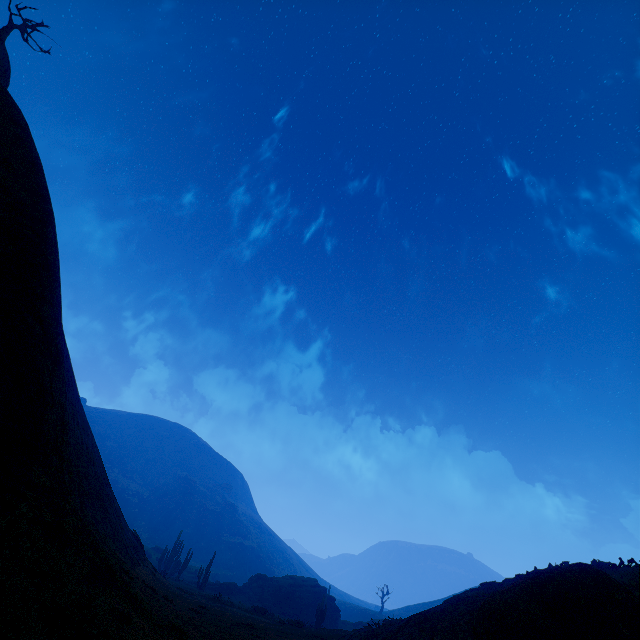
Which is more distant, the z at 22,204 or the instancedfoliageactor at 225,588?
the instancedfoliageactor at 225,588

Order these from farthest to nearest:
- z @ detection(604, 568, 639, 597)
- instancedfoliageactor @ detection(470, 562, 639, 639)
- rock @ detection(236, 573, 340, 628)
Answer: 1. rock @ detection(236, 573, 340, 628)
2. z @ detection(604, 568, 639, 597)
3. instancedfoliageactor @ detection(470, 562, 639, 639)

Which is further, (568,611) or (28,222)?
(28,222)

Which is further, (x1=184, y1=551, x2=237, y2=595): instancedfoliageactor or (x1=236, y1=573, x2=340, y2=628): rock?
(x1=236, y1=573, x2=340, y2=628): rock

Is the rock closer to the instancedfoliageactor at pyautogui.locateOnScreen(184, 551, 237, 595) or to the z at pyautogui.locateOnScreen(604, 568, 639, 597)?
the instancedfoliageactor at pyautogui.locateOnScreen(184, 551, 237, 595)

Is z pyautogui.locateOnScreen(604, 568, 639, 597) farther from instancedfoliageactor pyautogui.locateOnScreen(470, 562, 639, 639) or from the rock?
the rock

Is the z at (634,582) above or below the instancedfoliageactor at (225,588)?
above

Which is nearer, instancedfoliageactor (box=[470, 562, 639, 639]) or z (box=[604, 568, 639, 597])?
instancedfoliageactor (box=[470, 562, 639, 639])
